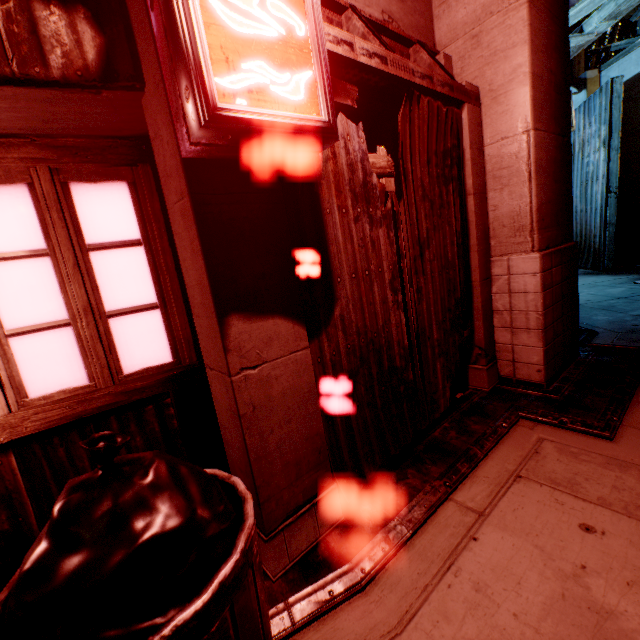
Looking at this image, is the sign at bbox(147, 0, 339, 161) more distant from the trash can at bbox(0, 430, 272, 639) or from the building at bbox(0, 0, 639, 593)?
the trash can at bbox(0, 430, 272, 639)

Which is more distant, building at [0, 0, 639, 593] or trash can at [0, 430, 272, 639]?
building at [0, 0, 639, 593]

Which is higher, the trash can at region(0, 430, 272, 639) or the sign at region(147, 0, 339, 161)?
the sign at region(147, 0, 339, 161)

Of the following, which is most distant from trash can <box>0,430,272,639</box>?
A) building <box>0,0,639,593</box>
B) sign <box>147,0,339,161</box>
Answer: sign <box>147,0,339,161</box>

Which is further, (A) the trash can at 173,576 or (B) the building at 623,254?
(B) the building at 623,254

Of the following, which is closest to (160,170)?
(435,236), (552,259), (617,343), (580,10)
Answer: (435,236)

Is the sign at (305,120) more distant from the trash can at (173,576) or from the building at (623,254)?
the trash can at (173,576)
